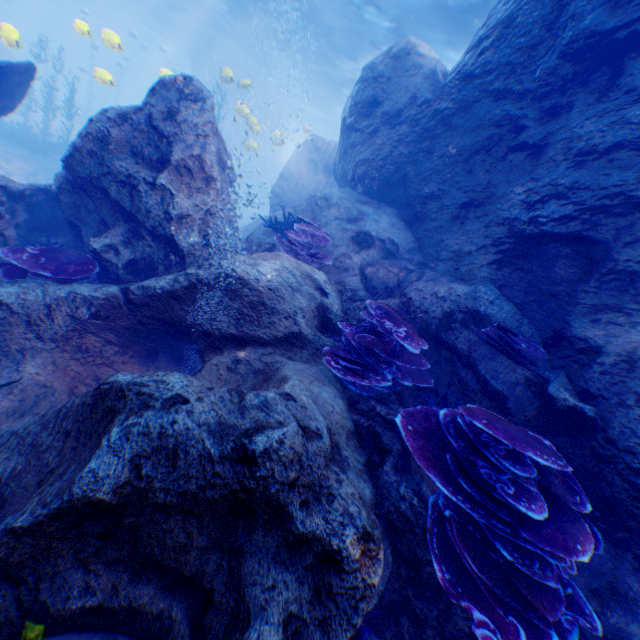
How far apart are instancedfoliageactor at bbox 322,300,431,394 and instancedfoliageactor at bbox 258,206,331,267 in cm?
133

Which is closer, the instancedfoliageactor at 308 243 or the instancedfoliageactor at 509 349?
the instancedfoliageactor at 509 349

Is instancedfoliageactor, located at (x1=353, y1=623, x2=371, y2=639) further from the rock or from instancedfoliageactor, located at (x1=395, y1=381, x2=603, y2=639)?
instancedfoliageactor, located at (x1=395, y1=381, x2=603, y2=639)

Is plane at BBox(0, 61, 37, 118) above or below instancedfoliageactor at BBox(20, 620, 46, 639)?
above

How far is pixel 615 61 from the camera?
4.4m

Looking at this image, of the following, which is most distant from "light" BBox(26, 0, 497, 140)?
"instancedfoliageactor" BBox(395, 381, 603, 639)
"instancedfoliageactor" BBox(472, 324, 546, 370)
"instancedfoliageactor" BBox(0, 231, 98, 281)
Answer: "instancedfoliageactor" BBox(395, 381, 603, 639)

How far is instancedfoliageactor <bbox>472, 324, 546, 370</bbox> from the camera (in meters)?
4.05

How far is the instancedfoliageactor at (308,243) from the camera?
6.0m
